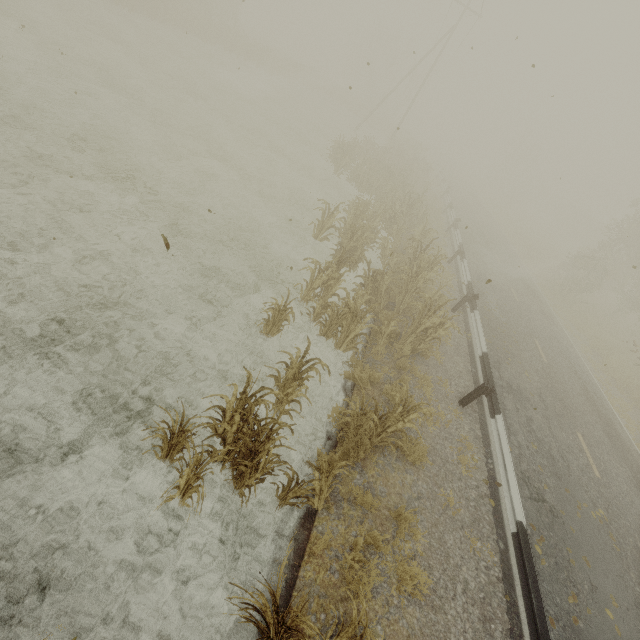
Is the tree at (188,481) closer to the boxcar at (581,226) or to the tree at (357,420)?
the tree at (357,420)

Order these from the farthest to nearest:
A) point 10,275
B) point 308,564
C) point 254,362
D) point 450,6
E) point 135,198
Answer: point 450,6 → point 135,198 → point 254,362 → point 10,275 → point 308,564

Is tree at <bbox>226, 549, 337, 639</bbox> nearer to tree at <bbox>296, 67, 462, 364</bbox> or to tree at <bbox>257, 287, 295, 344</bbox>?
tree at <bbox>257, 287, 295, 344</bbox>

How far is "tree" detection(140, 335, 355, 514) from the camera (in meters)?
4.07

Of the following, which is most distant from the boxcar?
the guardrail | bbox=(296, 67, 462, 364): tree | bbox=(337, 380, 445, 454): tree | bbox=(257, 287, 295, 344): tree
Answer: bbox=(257, 287, 295, 344): tree

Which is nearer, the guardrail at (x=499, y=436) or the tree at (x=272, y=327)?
the guardrail at (x=499, y=436)

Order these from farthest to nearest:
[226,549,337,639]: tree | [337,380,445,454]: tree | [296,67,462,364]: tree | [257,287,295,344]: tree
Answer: [296,67,462,364]: tree → [257,287,295,344]: tree → [337,380,445,454]: tree → [226,549,337,639]: tree

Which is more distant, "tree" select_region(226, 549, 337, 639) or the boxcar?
the boxcar
